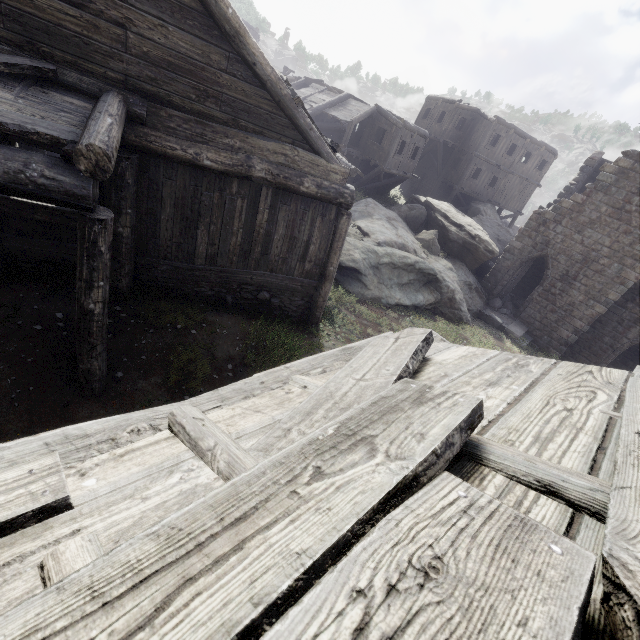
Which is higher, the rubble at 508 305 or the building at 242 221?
the building at 242 221

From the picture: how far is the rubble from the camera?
20.2m

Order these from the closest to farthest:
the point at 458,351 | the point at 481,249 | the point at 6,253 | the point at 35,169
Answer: the point at 458,351 → the point at 35,169 → the point at 6,253 → the point at 481,249

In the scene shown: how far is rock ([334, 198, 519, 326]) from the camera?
13.70m

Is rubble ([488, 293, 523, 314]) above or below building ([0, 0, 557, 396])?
below

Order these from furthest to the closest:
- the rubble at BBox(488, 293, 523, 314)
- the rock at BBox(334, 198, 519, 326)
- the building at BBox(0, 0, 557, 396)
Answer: the rubble at BBox(488, 293, 523, 314), the rock at BBox(334, 198, 519, 326), the building at BBox(0, 0, 557, 396)

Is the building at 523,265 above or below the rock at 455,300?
above

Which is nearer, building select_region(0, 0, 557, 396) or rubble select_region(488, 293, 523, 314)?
building select_region(0, 0, 557, 396)
